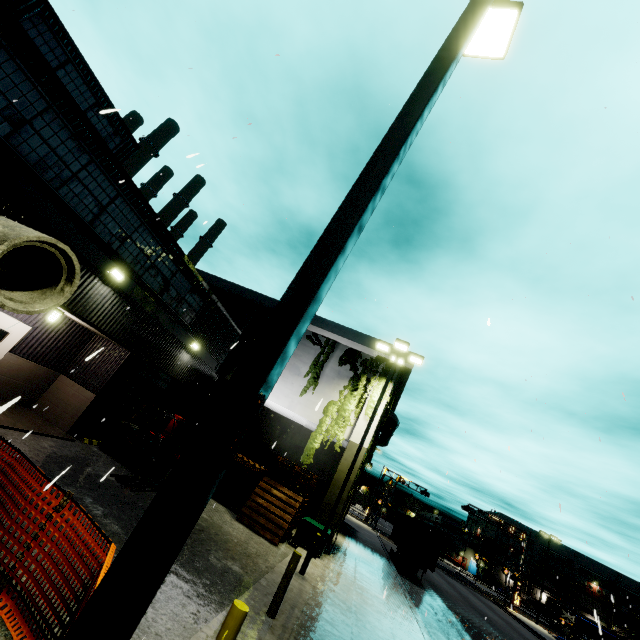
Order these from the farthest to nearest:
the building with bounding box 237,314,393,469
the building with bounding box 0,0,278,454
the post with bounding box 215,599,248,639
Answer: the building with bounding box 237,314,393,469 < the building with bounding box 0,0,278,454 < the post with bounding box 215,599,248,639

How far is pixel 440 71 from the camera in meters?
2.9 m

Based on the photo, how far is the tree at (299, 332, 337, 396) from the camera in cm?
1864

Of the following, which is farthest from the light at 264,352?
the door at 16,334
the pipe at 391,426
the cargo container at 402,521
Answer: the cargo container at 402,521

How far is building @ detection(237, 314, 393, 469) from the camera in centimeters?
1830cm

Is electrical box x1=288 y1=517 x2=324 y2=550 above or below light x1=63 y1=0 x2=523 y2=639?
below

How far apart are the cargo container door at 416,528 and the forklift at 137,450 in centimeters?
1818cm

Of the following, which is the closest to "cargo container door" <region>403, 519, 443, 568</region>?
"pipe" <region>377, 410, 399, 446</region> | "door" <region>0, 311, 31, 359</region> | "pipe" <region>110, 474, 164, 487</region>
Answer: "pipe" <region>377, 410, 399, 446</region>
